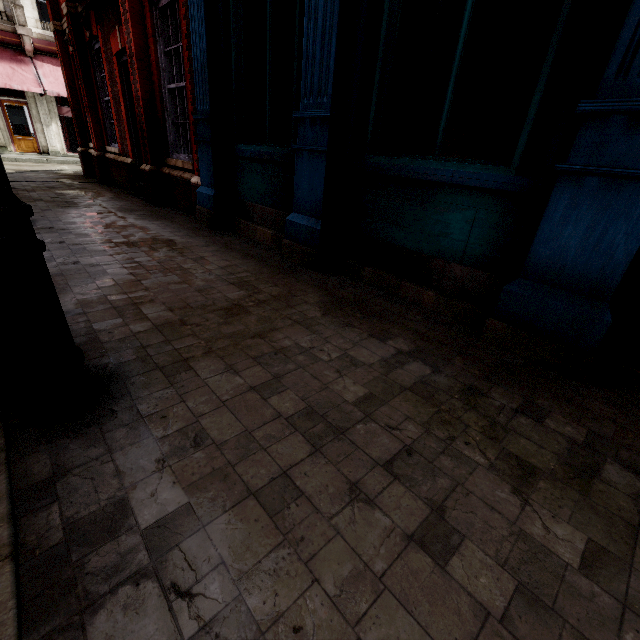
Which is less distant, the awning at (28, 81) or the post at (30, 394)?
the post at (30, 394)

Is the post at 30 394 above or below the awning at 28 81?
below

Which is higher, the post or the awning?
the awning

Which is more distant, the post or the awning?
the awning

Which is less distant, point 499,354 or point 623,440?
point 623,440
